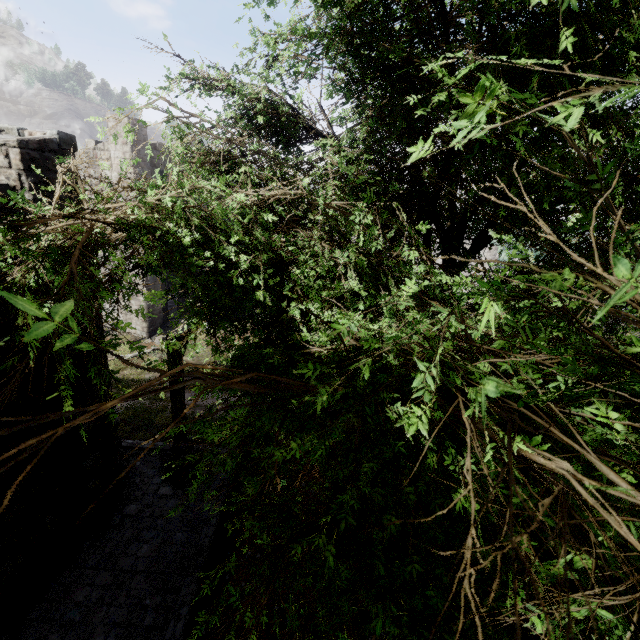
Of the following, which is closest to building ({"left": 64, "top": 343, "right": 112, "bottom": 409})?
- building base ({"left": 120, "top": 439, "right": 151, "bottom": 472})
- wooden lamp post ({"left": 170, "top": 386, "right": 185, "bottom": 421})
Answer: building base ({"left": 120, "top": 439, "right": 151, "bottom": 472})

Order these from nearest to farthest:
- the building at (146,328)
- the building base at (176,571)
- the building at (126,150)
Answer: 1. the building base at (176,571)
2. the building at (126,150)
3. the building at (146,328)

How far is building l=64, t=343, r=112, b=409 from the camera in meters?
6.9 m

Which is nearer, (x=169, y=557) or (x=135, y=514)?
(x=169, y=557)

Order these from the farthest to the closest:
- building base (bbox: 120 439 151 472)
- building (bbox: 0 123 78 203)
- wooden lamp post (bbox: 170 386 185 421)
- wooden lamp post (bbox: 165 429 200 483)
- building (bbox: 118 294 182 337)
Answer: building (bbox: 118 294 182 337), building base (bbox: 120 439 151 472), wooden lamp post (bbox: 165 429 200 483), wooden lamp post (bbox: 170 386 185 421), building (bbox: 0 123 78 203)

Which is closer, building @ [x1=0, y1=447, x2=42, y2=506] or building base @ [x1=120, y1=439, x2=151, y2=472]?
building @ [x1=0, y1=447, x2=42, y2=506]

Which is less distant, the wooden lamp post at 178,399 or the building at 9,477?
the building at 9,477

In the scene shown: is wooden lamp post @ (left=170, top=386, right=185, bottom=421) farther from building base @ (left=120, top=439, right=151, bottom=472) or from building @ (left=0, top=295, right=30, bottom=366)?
building @ (left=0, top=295, right=30, bottom=366)
